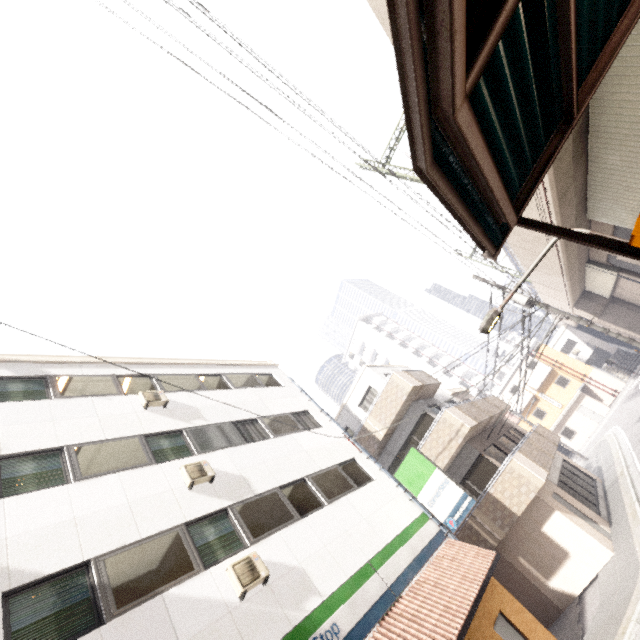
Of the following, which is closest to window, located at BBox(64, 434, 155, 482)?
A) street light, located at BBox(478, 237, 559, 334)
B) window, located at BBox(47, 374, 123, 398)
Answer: window, located at BBox(47, 374, 123, 398)

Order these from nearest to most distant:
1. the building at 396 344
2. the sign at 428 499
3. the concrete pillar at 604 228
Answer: the sign at 428 499 → the concrete pillar at 604 228 → the building at 396 344

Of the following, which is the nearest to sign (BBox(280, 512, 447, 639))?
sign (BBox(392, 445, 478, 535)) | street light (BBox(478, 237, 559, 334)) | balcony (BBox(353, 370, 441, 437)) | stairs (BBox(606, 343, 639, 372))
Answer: sign (BBox(392, 445, 478, 535))

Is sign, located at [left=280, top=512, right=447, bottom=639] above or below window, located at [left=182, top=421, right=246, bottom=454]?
below

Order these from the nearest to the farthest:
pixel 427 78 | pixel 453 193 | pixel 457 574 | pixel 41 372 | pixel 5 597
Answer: pixel 427 78 < pixel 453 193 < pixel 5 597 < pixel 457 574 < pixel 41 372

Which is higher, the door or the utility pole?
the utility pole

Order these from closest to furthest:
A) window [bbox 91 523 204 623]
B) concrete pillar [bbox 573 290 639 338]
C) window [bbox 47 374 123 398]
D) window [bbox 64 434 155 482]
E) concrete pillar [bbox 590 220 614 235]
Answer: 1. window [bbox 91 523 204 623]
2. window [bbox 64 434 155 482]
3. window [bbox 47 374 123 398]
4. concrete pillar [bbox 590 220 614 235]
5. concrete pillar [bbox 573 290 639 338]

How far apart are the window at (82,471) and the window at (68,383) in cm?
172
